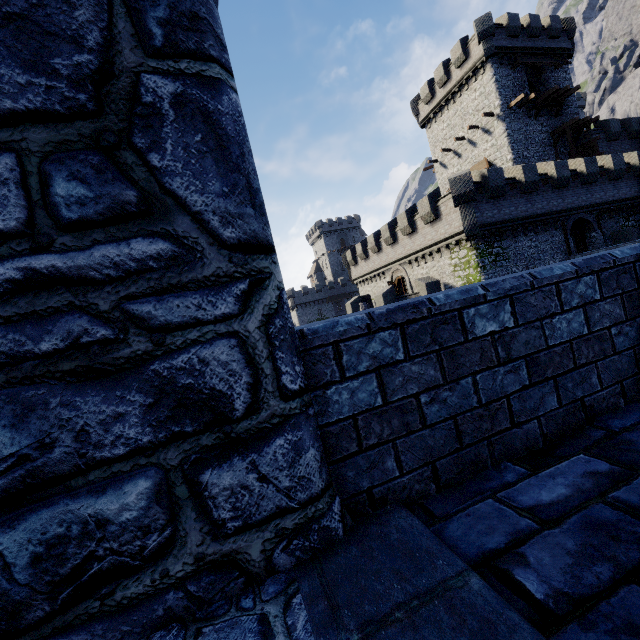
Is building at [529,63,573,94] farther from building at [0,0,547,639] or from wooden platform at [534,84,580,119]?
building at [0,0,547,639]

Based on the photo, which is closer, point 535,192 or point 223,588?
point 223,588

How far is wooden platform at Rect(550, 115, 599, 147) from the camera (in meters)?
28.30

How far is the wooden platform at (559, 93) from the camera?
27.8 meters

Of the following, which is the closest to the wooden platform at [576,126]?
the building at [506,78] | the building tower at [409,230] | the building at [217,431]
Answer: the building at [506,78]

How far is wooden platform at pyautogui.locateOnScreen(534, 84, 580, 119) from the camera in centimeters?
2783cm

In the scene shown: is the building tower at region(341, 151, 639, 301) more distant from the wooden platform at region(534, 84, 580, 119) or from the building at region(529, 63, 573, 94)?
the wooden platform at region(534, 84, 580, 119)

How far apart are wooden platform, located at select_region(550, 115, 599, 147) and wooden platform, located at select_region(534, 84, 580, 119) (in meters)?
1.29
